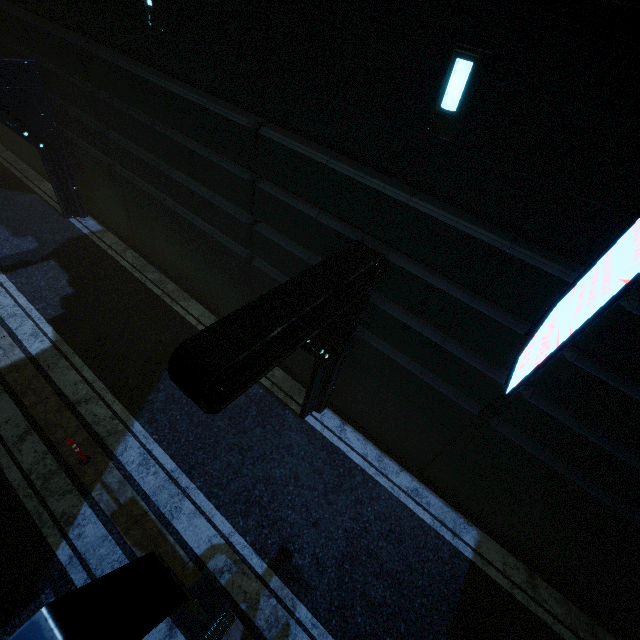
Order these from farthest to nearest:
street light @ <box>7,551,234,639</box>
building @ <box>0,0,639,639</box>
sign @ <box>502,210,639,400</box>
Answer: building @ <box>0,0,639,639</box>
sign @ <box>502,210,639,400</box>
street light @ <box>7,551,234,639</box>

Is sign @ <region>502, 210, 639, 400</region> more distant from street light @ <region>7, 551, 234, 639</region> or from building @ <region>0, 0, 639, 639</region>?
street light @ <region>7, 551, 234, 639</region>

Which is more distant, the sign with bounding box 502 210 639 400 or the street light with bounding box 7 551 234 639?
the sign with bounding box 502 210 639 400

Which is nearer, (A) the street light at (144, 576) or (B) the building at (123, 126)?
(A) the street light at (144, 576)

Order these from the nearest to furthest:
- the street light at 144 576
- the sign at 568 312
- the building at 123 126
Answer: the street light at 144 576
the sign at 568 312
the building at 123 126

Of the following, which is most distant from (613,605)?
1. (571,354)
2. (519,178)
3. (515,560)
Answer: (519,178)

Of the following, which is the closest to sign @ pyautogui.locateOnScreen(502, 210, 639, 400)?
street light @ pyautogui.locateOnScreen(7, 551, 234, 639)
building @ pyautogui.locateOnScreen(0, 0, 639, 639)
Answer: building @ pyautogui.locateOnScreen(0, 0, 639, 639)
